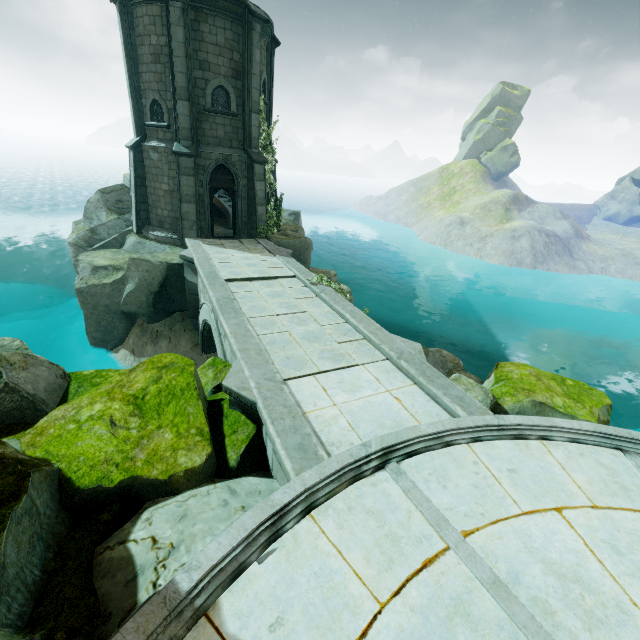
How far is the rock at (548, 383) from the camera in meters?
10.2

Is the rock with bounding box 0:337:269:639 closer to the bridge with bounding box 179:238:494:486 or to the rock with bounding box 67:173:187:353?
the bridge with bounding box 179:238:494:486

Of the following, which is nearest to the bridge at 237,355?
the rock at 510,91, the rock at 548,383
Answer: the rock at 548,383

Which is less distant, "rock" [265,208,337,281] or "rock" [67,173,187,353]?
"rock" [67,173,187,353]

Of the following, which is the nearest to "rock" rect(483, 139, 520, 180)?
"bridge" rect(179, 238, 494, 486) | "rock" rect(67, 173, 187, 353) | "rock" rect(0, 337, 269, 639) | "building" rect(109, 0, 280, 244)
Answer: "building" rect(109, 0, 280, 244)

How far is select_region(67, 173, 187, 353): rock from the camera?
14.1m

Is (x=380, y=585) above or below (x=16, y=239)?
above

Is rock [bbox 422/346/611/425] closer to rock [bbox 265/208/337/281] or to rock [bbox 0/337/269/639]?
rock [bbox 0/337/269/639]
